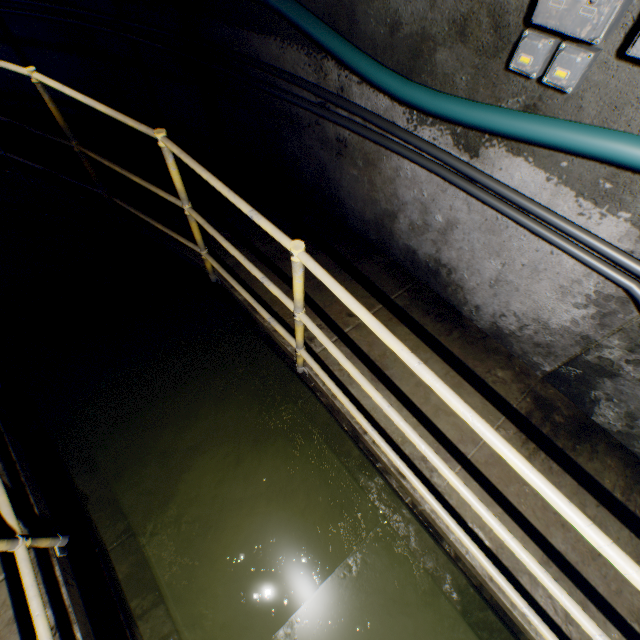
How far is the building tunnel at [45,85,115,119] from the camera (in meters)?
4.14

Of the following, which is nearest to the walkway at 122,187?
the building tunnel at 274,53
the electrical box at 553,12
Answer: the building tunnel at 274,53

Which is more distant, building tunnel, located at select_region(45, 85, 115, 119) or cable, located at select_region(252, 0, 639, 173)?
building tunnel, located at select_region(45, 85, 115, 119)

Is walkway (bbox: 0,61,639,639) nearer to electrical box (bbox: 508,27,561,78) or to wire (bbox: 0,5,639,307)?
wire (bbox: 0,5,639,307)

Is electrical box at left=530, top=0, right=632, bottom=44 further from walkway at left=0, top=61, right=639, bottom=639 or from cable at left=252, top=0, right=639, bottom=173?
walkway at left=0, top=61, right=639, bottom=639

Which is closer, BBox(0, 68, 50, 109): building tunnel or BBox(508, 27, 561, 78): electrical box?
BBox(508, 27, 561, 78): electrical box

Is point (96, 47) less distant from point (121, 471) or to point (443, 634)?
point (121, 471)

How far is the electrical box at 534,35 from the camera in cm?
139
